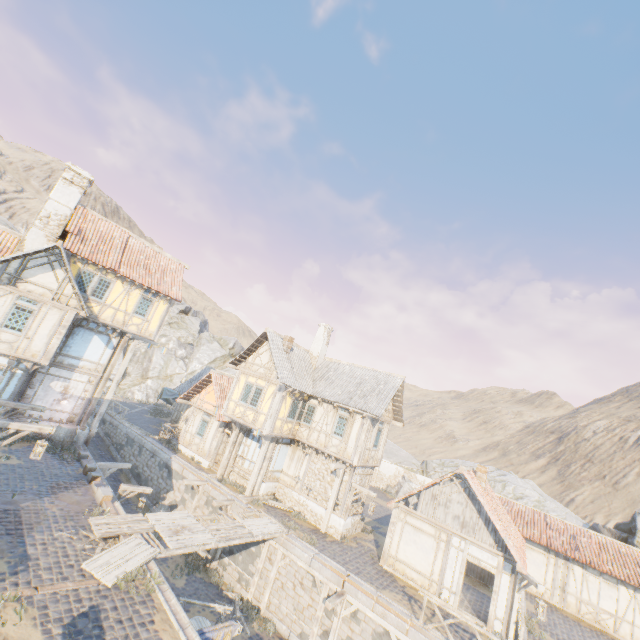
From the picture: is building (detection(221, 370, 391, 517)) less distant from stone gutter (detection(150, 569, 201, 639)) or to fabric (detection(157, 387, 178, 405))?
stone gutter (detection(150, 569, 201, 639))

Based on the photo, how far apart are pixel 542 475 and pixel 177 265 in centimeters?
6817cm

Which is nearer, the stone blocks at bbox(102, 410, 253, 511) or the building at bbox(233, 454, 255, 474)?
the stone blocks at bbox(102, 410, 253, 511)

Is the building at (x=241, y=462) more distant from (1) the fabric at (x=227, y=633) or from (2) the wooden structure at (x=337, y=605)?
(1) the fabric at (x=227, y=633)

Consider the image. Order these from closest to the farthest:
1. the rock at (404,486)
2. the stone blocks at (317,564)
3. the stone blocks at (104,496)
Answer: the stone blocks at (317,564), the stone blocks at (104,496), the rock at (404,486)

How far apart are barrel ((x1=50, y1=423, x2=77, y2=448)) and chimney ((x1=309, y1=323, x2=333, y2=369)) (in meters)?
14.36

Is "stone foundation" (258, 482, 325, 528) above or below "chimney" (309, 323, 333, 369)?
below

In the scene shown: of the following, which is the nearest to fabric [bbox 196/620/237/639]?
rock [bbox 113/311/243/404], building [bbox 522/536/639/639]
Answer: building [bbox 522/536/639/639]
